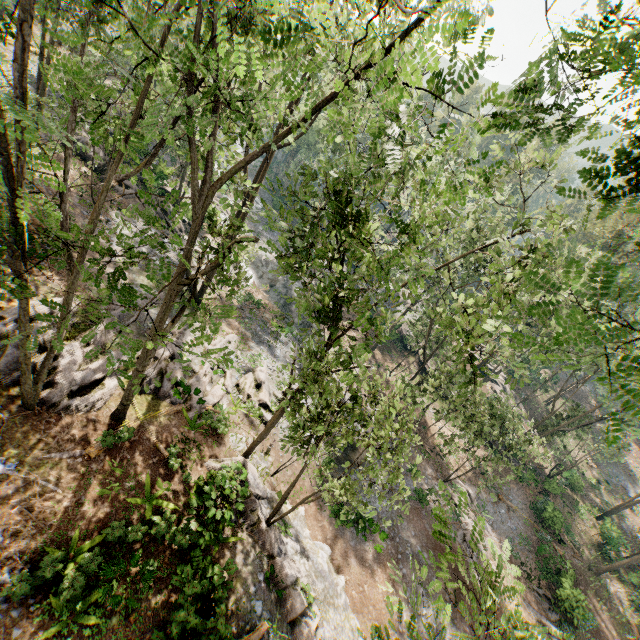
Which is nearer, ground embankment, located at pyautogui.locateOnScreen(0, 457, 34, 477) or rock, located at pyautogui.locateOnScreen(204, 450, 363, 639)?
ground embankment, located at pyautogui.locateOnScreen(0, 457, 34, 477)

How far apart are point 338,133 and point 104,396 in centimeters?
3066cm

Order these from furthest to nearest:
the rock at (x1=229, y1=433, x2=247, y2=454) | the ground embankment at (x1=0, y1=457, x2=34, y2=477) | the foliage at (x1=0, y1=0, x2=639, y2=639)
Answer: the rock at (x1=229, y1=433, x2=247, y2=454) → the ground embankment at (x1=0, y1=457, x2=34, y2=477) → the foliage at (x1=0, y1=0, x2=639, y2=639)

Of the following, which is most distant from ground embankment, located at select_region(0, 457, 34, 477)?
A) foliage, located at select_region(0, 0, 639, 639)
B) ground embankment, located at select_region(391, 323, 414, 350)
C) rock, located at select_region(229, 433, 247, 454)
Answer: ground embankment, located at select_region(391, 323, 414, 350)

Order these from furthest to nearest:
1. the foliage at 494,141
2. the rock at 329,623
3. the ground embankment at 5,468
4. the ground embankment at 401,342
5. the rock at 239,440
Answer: the ground embankment at 401,342, the rock at 239,440, the rock at 329,623, the ground embankment at 5,468, the foliage at 494,141

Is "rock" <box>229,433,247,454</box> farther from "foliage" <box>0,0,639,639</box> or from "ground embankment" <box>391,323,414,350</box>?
"ground embankment" <box>391,323,414,350</box>

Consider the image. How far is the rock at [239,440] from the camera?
17.52m

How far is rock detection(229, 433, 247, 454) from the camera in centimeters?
1752cm
